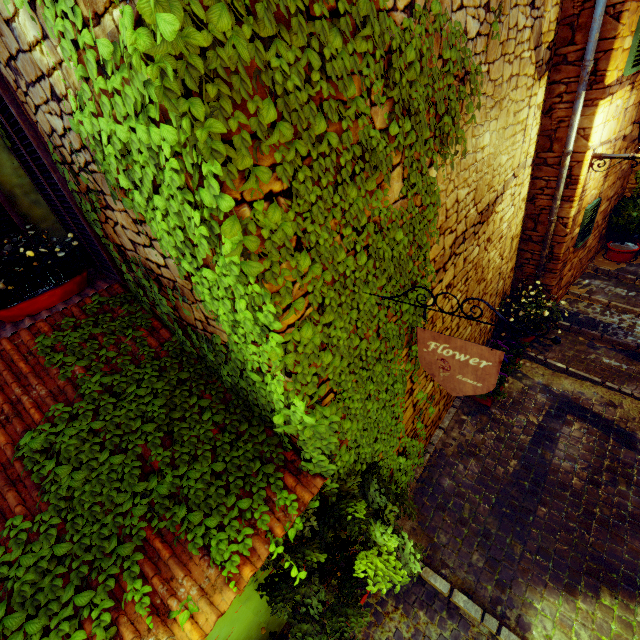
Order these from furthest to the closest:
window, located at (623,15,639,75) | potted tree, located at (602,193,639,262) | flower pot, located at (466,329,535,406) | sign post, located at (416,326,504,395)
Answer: potted tree, located at (602,193,639,262)
flower pot, located at (466,329,535,406)
window, located at (623,15,639,75)
sign post, located at (416,326,504,395)

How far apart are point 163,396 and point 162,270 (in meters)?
1.03

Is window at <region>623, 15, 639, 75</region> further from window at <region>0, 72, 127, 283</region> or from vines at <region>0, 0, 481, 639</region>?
window at <region>0, 72, 127, 283</region>

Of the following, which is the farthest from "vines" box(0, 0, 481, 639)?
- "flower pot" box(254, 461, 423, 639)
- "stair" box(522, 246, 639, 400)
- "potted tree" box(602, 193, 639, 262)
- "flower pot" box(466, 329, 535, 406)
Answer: "potted tree" box(602, 193, 639, 262)

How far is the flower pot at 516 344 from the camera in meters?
→ 4.9

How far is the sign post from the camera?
1.8m

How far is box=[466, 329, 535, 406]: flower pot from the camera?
4.9m

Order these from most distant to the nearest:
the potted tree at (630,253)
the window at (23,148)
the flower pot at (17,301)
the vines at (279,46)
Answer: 1. the potted tree at (630,253)
2. the flower pot at (17,301)
3. the window at (23,148)
4. the vines at (279,46)
